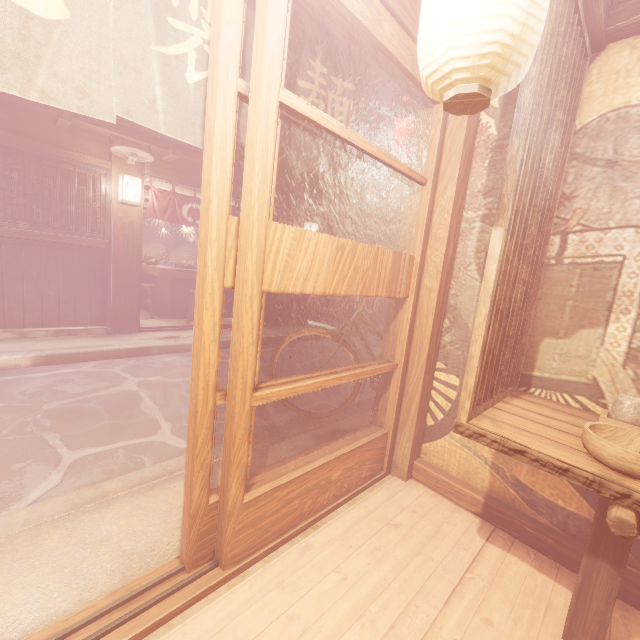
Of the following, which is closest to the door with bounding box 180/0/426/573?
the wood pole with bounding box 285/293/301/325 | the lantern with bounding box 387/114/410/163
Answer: the lantern with bounding box 387/114/410/163

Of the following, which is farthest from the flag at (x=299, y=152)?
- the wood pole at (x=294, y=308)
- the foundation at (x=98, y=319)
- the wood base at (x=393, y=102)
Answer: the wood pole at (x=294, y=308)

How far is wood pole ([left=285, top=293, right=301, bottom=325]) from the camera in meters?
15.0 m

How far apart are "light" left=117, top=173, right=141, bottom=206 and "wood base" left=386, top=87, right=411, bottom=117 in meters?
7.9 m

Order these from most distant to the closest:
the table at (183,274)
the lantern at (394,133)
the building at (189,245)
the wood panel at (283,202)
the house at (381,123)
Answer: the building at (189,245), the house at (381,123), the wood panel at (283,202), the table at (183,274), the lantern at (394,133)

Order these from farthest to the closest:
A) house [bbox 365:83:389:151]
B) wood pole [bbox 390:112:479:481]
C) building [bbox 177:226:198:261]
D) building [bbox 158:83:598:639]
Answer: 1. building [bbox 177:226:198:261]
2. house [bbox 365:83:389:151]
3. wood pole [bbox 390:112:479:481]
4. building [bbox 158:83:598:639]

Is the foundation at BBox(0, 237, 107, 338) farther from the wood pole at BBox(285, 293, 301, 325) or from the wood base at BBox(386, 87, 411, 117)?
the wood base at BBox(386, 87, 411, 117)

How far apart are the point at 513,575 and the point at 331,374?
2.6m
